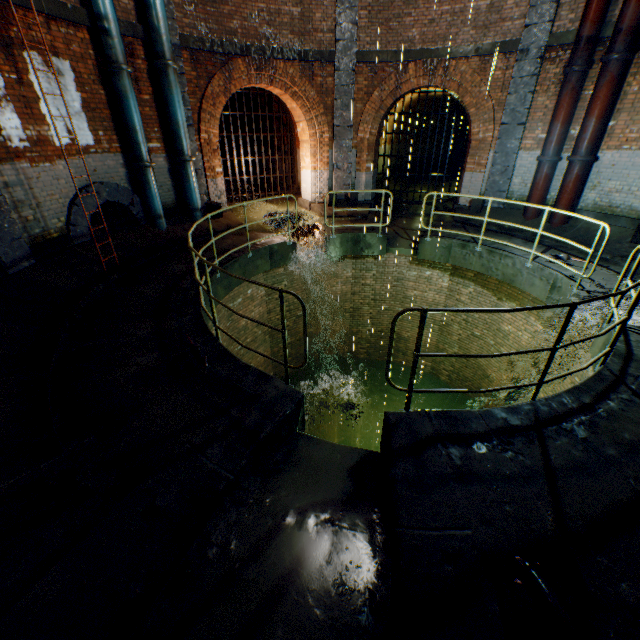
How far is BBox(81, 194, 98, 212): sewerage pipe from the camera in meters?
7.3 m

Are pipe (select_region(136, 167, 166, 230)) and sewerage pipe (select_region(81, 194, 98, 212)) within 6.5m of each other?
yes

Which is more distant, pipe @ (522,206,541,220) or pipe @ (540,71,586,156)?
pipe @ (522,206,541,220)

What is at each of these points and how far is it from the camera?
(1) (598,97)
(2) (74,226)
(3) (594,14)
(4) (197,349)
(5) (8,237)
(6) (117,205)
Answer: (1) pipe, 7.9 meters
(2) sewerage pipe, 7.2 meters
(3) pipe, 7.6 meters
(4) rat, 4.1 meters
(5) support column, 5.7 meters
(6) sewerage pipe, 8.2 meters

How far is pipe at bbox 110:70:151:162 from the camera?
7.39m

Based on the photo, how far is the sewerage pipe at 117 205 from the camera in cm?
774

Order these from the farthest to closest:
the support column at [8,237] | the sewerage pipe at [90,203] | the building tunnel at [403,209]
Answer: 1. the building tunnel at [403,209]
2. the sewerage pipe at [90,203]
3. the support column at [8,237]

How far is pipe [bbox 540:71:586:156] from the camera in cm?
830
